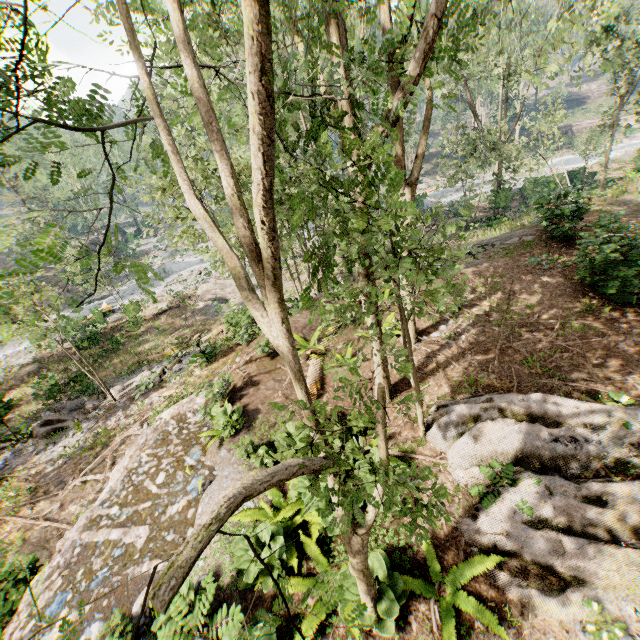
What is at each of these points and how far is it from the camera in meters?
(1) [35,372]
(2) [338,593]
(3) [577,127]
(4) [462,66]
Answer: (1) stump, 21.6
(2) foliage, 1.9
(3) ground embankment, 58.6
(4) foliage, 25.3

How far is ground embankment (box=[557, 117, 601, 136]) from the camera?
58.16m

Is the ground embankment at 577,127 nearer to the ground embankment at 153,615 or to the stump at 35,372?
the ground embankment at 153,615

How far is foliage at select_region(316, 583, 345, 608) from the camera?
1.9m

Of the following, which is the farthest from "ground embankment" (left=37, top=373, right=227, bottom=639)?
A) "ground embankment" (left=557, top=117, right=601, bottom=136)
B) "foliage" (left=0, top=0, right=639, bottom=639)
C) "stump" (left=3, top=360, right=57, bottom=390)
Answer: "ground embankment" (left=557, top=117, right=601, bottom=136)

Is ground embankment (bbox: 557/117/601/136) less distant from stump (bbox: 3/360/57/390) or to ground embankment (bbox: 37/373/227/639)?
ground embankment (bbox: 37/373/227/639)

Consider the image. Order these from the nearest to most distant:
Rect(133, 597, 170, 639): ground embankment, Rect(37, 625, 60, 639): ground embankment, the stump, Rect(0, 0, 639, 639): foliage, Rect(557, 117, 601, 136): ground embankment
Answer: Rect(0, 0, 639, 639): foliage < Rect(133, 597, 170, 639): ground embankment < Rect(37, 625, 60, 639): ground embankment < the stump < Rect(557, 117, 601, 136): ground embankment

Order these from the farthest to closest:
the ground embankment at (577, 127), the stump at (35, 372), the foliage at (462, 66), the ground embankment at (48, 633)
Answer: the ground embankment at (577, 127), the stump at (35, 372), the ground embankment at (48, 633), the foliage at (462, 66)
